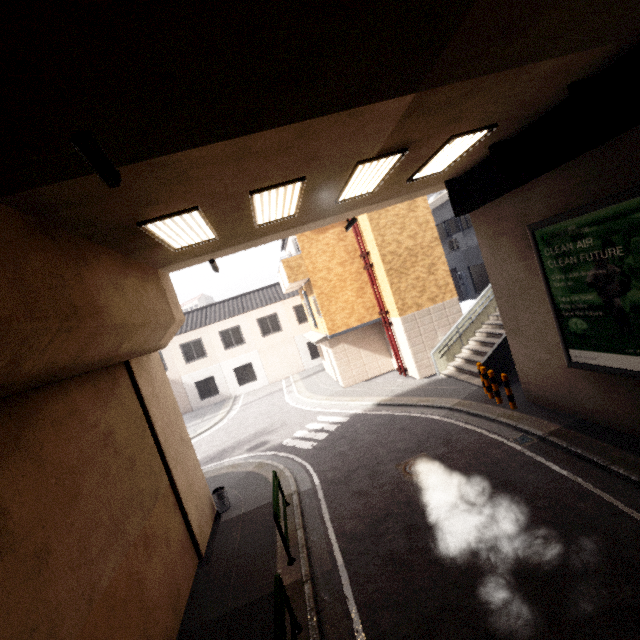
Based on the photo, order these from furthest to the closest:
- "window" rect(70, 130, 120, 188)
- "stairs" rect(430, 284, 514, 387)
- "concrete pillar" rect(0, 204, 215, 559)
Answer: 1. "stairs" rect(430, 284, 514, 387)
2. "concrete pillar" rect(0, 204, 215, 559)
3. "window" rect(70, 130, 120, 188)

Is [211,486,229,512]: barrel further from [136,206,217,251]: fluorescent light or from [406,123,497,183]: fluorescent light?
[406,123,497,183]: fluorescent light

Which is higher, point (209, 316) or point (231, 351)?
point (209, 316)

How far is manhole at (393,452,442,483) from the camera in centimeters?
806cm

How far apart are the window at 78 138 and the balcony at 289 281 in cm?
1245

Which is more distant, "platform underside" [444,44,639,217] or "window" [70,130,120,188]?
"platform underside" [444,44,639,217]

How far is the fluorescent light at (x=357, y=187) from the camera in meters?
5.7

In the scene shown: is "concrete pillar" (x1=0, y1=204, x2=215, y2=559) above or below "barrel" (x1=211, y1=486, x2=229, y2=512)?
above
